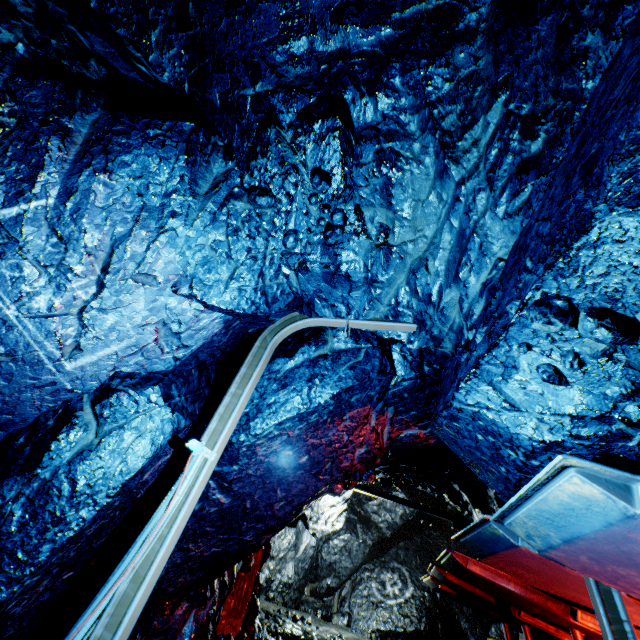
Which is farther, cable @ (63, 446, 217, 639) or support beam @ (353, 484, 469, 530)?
support beam @ (353, 484, 469, 530)

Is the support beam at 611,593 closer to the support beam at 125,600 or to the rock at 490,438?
the rock at 490,438

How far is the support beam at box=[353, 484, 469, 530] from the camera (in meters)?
10.98

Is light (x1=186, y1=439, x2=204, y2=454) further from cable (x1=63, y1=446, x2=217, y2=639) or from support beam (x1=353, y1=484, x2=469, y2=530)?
Answer: support beam (x1=353, y1=484, x2=469, y2=530)

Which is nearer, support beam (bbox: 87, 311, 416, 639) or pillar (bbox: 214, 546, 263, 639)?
support beam (bbox: 87, 311, 416, 639)

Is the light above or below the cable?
above

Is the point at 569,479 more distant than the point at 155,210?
No

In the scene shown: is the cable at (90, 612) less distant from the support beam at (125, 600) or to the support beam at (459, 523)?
the support beam at (125, 600)
